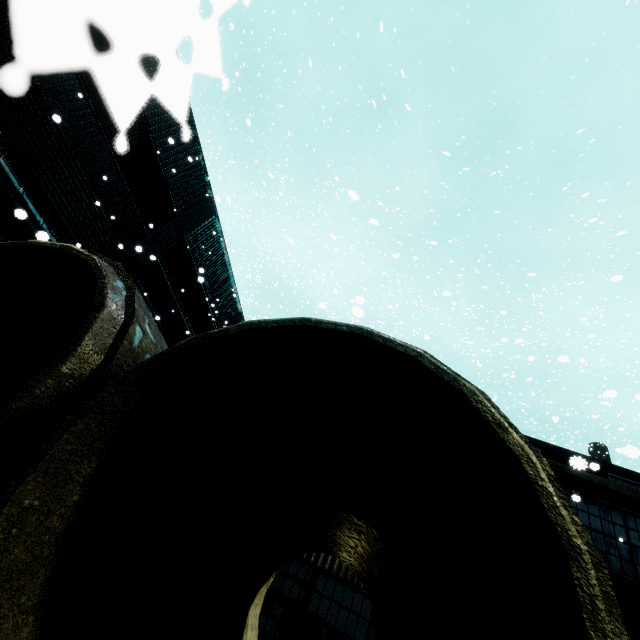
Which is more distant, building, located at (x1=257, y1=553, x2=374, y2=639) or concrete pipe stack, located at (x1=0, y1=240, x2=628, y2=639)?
building, located at (x1=257, y1=553, x2=374, y2=639)

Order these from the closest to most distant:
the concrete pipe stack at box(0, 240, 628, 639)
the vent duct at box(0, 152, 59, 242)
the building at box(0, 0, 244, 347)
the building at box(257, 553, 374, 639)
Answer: the building at box(0, 0, 244, 347), the concrete pipe stack at box(0, 240, 628, 639), the building at box(257, 553, 374, 639), the vent duct at box(0, 152, 59, 242)

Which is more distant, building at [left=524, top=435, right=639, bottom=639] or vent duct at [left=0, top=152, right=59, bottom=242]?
vent duct at [left=0, top=152, right=59, bottom=242]

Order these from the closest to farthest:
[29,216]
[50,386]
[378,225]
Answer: [50,386]
[29,216]
[378,225]

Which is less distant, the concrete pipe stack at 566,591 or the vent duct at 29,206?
the concrete pipe stack at 566,591

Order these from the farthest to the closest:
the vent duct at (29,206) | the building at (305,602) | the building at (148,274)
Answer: the vent duct at (29,206), the building at (305,602), the building at (148,274)

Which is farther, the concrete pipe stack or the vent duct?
the vent duct
